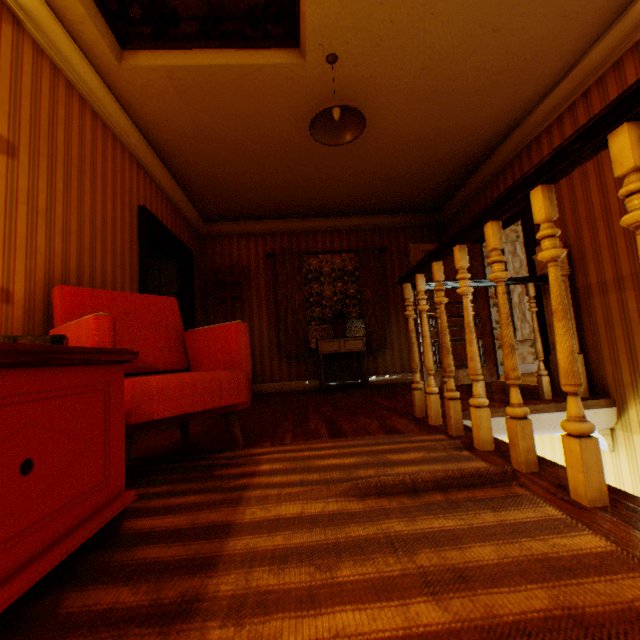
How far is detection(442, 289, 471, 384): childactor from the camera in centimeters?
497cm

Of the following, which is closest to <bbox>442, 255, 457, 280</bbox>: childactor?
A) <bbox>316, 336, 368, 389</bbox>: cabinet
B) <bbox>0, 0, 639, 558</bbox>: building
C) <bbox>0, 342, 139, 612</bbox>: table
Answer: <bbox>0, 0, 639, 558</bbox>: building

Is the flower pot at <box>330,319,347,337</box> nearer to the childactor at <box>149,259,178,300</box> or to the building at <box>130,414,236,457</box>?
the building at <box>130,414,236,457</box>

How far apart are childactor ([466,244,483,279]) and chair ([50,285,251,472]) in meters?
3.3 m

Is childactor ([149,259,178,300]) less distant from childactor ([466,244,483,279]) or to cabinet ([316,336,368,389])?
cabinet ([316,336,368,389])

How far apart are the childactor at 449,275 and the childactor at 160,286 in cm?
366

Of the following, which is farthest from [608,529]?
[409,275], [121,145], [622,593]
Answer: [121,145]
